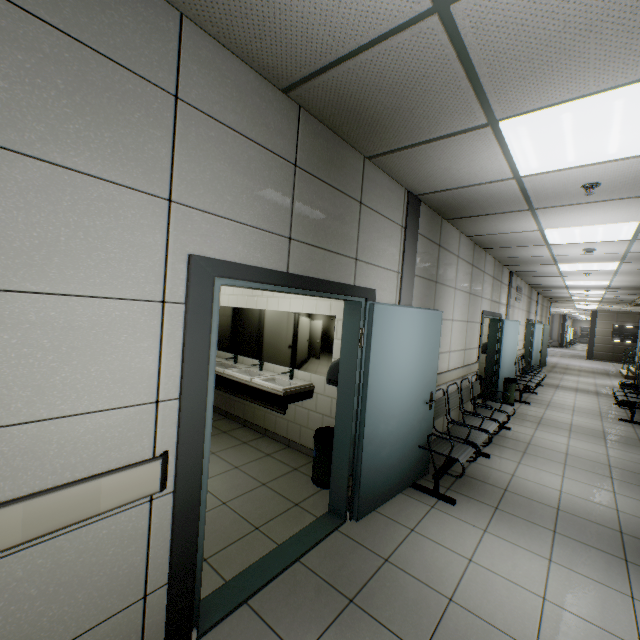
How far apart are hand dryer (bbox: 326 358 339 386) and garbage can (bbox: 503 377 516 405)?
6.1m

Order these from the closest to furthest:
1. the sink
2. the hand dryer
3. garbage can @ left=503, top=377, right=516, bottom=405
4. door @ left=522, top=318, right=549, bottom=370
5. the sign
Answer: the hand dryer < the sink < garbage can @ left=503, top=377, right=516, bottom=405 < door @ left=522, top=318, right=549, bottom=370 < the sign

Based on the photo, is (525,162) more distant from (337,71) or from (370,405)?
(370,405)

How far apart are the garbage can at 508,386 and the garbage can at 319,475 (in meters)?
5.83

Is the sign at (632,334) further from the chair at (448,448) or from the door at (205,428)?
the door at (205,428)

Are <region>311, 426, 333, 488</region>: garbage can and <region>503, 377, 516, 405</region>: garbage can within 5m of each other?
no

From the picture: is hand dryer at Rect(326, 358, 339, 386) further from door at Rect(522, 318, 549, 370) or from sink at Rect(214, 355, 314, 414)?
door at Rect(522, 318, 549, 370)

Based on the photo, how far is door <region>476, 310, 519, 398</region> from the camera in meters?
7.0 m
